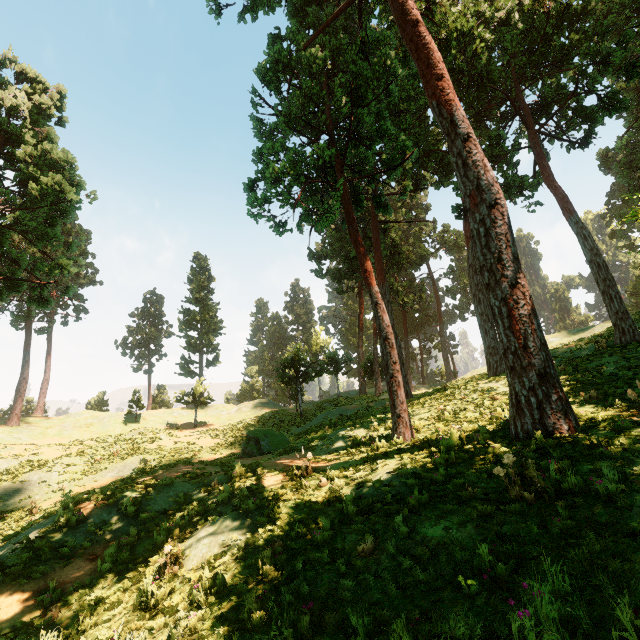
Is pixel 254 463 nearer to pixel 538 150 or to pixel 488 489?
pixel 488 489

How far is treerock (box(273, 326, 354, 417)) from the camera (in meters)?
31.44

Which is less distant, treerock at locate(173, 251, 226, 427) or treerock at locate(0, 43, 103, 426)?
treerock at locate(0, 43, 103, 426)

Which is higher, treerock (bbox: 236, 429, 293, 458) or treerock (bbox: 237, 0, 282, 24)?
treerock (bbox: 237, 0, 282, 24)

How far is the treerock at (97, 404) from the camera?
47.9m

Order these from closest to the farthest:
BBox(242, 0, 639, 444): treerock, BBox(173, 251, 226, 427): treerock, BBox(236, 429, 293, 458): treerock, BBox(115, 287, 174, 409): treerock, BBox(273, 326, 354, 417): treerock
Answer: BBox(242, 0, 639, 444): treerock → BBox(236, 429, 293, 458): treerock → BBox(273, 326, 354, 417): treerock → BBox(173, 251, 226, 427): treerock → BBox(115, 287, 174, 409): treerock

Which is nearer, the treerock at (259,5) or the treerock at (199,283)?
the treerock at (259,5)
